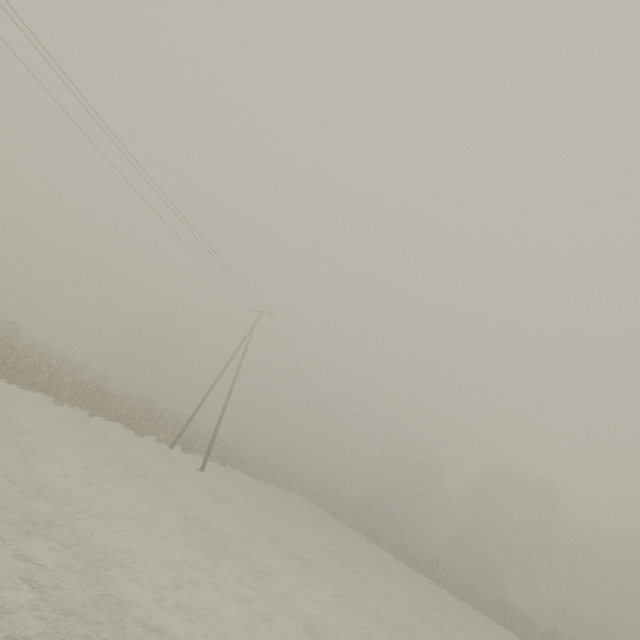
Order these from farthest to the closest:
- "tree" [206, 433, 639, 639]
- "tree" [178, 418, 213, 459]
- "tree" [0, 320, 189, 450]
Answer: "tree" [206, 433, 639, 639], "tree" [178, 418, 213, 459], "tree" [0, 320, 189, 450]

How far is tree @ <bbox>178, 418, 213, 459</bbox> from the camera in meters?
24.5 m

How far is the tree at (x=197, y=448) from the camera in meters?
24.5 m

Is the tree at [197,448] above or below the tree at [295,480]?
below

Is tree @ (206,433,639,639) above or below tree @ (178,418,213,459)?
above

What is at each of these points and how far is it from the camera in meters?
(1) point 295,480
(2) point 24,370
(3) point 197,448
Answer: (1) tree, 43.0 m
(2) tree, 16.1 m
(3) tree, 28.4 m

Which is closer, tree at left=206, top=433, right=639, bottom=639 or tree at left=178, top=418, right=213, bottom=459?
tree at left=178, top=418, right=213, bottom=459
